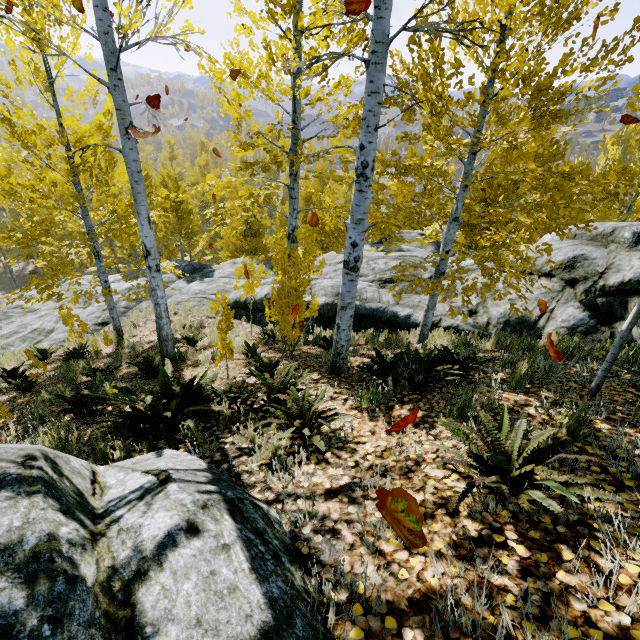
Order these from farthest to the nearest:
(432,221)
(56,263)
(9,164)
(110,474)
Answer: (56,263), (432,221), (9,164), (110,474)

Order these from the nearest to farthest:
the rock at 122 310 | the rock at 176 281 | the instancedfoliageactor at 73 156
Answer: the instancedfoliageactor at 73 156 → the rock at 176 281 → the rock at 122 310

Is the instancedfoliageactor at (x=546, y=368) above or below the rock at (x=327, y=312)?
above

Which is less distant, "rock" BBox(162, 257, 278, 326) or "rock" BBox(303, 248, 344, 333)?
"rock" BBox(303, 248, 344, 333)

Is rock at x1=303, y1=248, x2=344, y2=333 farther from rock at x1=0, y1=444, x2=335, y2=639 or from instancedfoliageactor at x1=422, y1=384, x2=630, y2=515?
rock at x1=0, y1=444, x2=335, y2=639

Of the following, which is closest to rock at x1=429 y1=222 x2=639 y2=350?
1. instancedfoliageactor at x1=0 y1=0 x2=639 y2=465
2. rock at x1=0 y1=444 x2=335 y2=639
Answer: instancedfoliageactor at x1=0 y1=0 x2=639 y2=465

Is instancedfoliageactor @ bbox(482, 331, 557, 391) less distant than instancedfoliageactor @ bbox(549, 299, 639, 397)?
No
